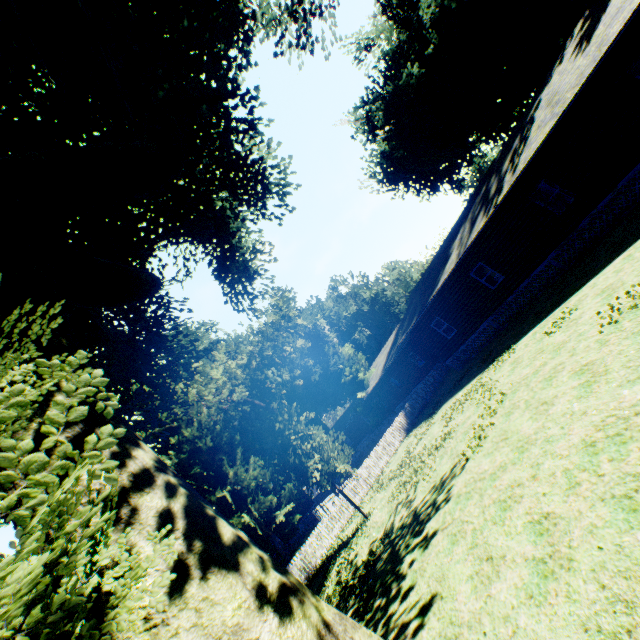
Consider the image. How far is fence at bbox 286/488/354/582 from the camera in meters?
17.2

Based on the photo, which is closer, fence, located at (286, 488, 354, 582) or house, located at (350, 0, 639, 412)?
house, located at (350, 0, 639, 412)

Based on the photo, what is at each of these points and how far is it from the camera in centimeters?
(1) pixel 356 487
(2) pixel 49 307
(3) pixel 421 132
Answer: (1) fence, 2023cm
(2) plant, 679cm
(3) plant, 2669cm

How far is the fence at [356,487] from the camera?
20.4m

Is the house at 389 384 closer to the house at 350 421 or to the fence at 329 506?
the fence at 329 506

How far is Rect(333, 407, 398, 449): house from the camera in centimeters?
4076cm

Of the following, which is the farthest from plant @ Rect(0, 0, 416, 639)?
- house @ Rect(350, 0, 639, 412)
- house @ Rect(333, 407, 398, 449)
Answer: house @ Rect(333, 407, 398, 449)

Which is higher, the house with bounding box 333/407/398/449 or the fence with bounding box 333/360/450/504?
the house with bounding box 333/407/398/449
